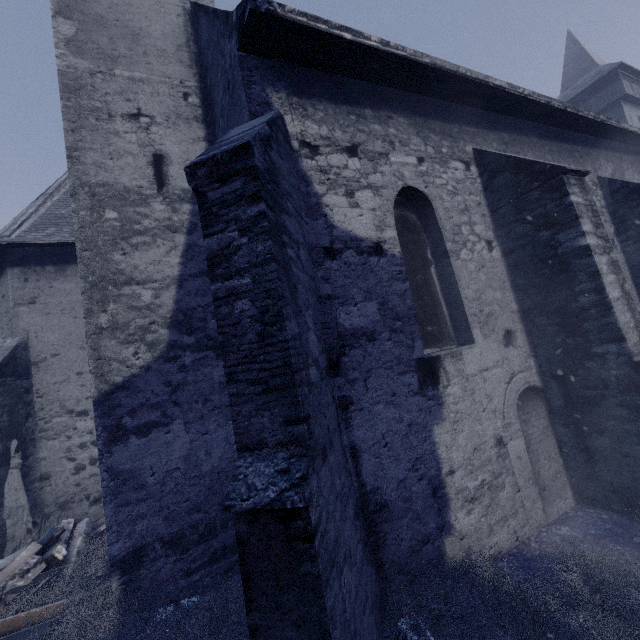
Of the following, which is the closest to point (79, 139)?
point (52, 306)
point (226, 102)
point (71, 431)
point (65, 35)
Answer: point (65, 35)

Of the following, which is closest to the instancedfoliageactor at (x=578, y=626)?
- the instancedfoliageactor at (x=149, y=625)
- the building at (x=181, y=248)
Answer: the building at (x=181, y=248)

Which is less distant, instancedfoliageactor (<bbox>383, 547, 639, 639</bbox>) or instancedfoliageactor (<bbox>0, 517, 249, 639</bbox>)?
instancedfoliageactor (<bbox>383, 547, 639, 639</bbox>)

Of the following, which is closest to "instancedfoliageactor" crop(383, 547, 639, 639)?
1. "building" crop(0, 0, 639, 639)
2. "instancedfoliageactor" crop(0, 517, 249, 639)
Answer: "building" crop(0, 0, 639, 639)

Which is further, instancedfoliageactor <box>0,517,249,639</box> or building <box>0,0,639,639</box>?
instancedfoliageactor <box>0,517,249,639</box>

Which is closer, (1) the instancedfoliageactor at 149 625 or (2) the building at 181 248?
(2) the building at 181 248

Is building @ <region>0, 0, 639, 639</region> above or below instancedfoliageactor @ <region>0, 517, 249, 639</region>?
above
